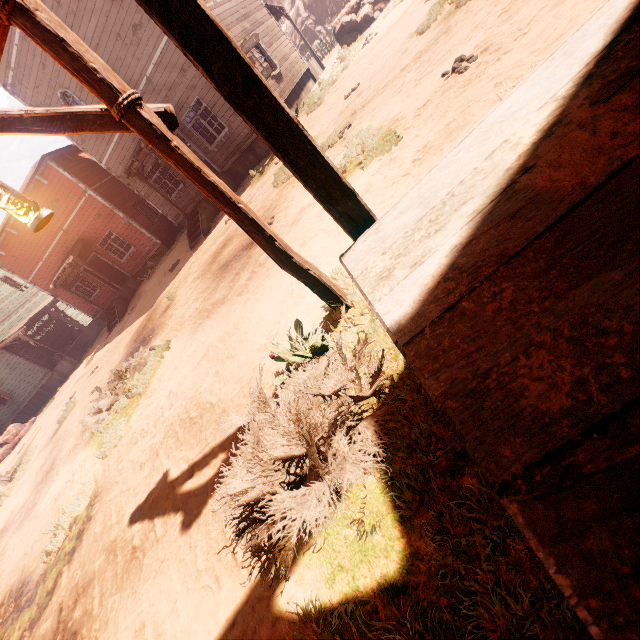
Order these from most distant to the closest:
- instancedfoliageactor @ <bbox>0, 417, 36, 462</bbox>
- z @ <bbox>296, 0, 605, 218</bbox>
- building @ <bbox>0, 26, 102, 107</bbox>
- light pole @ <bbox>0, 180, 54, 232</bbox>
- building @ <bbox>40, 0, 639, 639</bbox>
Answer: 1. instancedfoliageactor @ <bbox>0, 417, 36, 462</bbox>
2. building @ <bbox>0, 26, 102, 107</bbox>
3. z @ <bbox>296, 0, 605, 218</bbox>
4. light pole @ <bbox>0, 180, 54, 232</bbox>
5. building @ <bbox>40, 0, 639, 639</bbox>

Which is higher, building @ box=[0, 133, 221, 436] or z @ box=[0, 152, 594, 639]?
building @ box=[0, 133, 221, 436]

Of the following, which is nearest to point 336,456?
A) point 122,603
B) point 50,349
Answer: point 122,603

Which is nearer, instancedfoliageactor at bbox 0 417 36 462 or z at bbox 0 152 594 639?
z at bbox 0 152 594 639

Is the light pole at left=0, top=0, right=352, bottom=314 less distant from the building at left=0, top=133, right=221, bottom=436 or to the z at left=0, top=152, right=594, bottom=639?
the z at left=0, top=152, right=594, bottom=639

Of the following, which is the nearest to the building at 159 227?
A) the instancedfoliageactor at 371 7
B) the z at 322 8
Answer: the z at 322 8

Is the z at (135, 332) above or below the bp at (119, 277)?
below

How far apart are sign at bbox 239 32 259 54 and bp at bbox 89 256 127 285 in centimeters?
1449cm
